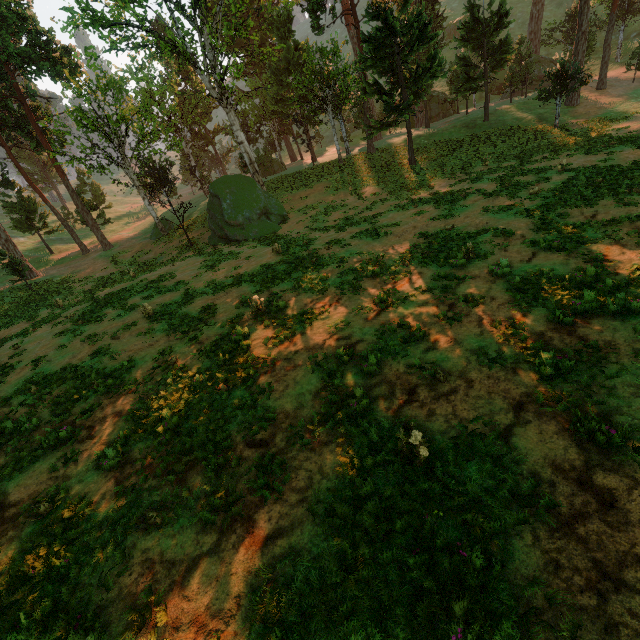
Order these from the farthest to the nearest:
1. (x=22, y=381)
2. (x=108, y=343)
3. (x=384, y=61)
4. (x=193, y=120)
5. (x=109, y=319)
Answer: (x=193, y=120) < (x=384, y=61) < (x=109, y=319) < (x=108, y=343) < (x=22, y=381)

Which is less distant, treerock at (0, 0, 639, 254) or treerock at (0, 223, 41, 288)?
treerock at (0, 0, 639, 254)

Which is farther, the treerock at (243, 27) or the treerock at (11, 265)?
the treerock at (11, 265)
